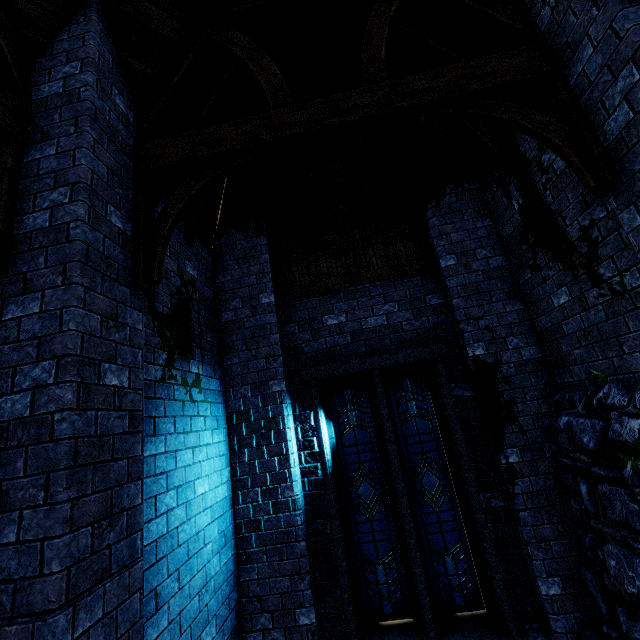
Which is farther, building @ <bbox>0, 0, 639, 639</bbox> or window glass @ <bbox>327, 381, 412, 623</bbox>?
window glass @ <bbox>327, 381, 412, 623</bbox>

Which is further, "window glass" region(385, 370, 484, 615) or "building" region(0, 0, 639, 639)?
"window glass" region(385, 370, 484, 615)

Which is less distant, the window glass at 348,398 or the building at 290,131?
the building at 290,131

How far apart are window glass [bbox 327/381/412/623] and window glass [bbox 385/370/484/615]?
0.20m

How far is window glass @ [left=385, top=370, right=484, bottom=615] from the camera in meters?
4.5

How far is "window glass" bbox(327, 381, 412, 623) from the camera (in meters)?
4.59

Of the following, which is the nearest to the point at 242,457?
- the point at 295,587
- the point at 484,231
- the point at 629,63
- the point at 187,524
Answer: the point at 187,524

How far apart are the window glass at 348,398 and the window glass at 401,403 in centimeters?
20cm
